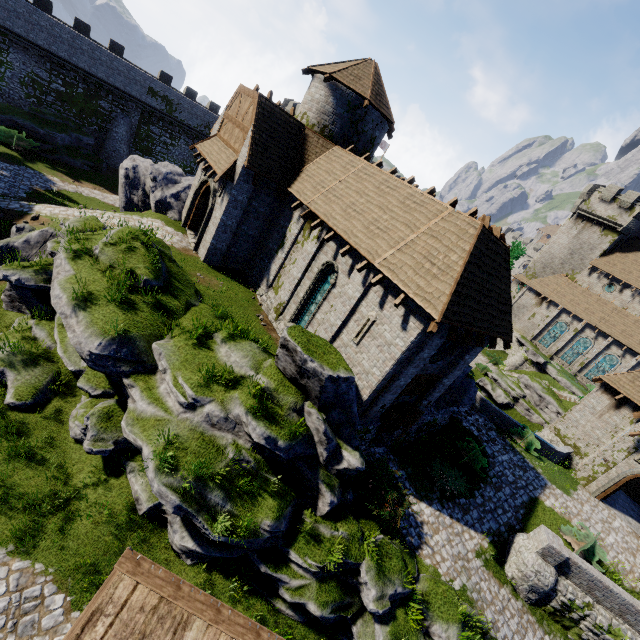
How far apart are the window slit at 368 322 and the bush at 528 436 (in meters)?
14.74

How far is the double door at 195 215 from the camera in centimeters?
1831cm

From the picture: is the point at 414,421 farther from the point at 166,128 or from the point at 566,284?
the point at 166,128

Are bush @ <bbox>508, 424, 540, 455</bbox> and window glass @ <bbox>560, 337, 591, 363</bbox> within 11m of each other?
no

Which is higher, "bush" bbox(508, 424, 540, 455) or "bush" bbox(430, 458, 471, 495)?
"bush" bbox(508, 424, 540, 455)

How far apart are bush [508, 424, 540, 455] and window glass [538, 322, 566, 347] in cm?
2479

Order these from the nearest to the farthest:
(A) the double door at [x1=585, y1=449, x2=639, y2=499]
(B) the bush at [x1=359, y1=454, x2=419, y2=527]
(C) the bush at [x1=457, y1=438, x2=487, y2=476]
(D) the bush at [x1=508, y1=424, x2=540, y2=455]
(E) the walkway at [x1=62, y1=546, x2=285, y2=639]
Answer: (E) the walkway at [x1=62, y1=546, x2=285, y2=639], (B) the bush at [x1=359, y1=454, x2=419, y2=527], (C) the bush at [x1=457, y1=438, x2=487, y2=476], (A) the double door at [x1=585, y1=449, x2=639, y2=499], (D) the bush at [x1=508, y1=424, x2=540, y2=455]

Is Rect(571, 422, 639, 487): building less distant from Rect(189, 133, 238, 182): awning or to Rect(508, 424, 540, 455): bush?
Rect(508, 424, 540, 455): bush
